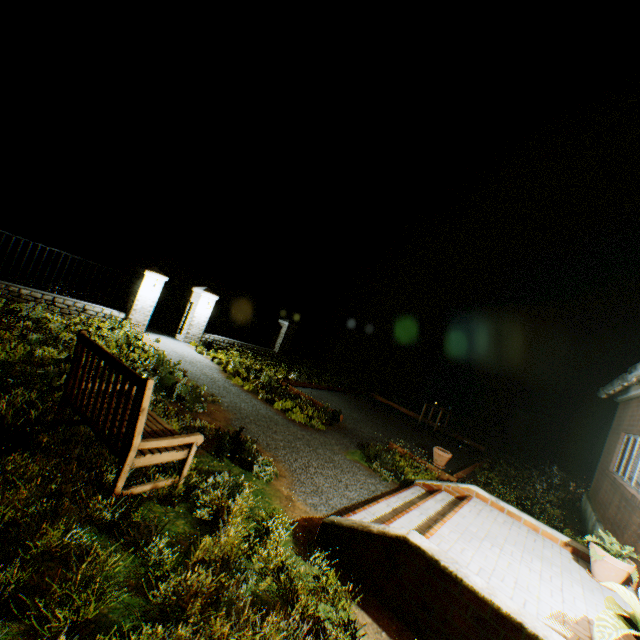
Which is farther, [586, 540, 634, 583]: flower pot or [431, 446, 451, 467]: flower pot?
[431, 446, 451, 467]: flower pot

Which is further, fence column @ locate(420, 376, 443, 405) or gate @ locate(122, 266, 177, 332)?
fence column @ locate(420, 376, 443, 405)

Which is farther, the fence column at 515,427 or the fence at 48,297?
the fence column at 515,427

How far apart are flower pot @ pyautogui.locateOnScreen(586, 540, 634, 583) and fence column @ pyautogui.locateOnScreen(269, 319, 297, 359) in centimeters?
1475cm

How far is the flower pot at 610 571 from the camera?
4.34m

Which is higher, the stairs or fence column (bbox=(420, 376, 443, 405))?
fence column (bbox=(420, 376, 443, 405))

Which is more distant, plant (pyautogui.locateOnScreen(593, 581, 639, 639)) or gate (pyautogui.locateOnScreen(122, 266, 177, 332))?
gate (pyautogui.locateOnScreen(122, 266, 177, 332))

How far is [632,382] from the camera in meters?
6.8 m
